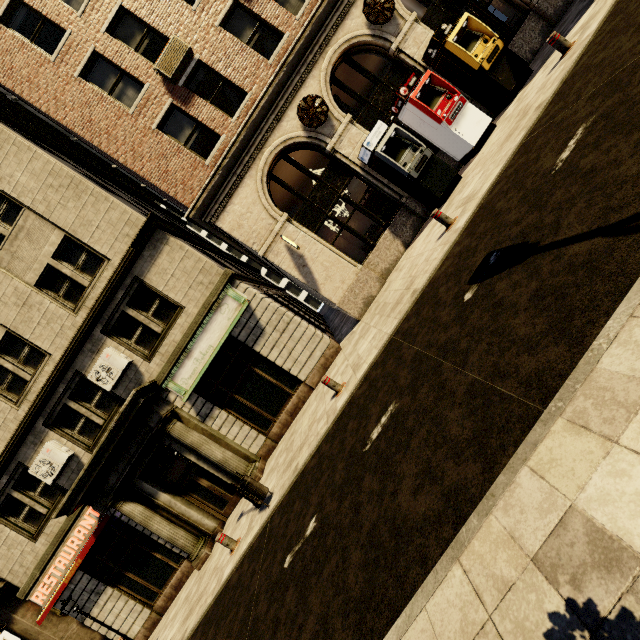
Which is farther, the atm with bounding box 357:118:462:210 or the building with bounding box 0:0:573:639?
the building with bounding box 0:0:573:639

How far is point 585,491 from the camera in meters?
1.8 m

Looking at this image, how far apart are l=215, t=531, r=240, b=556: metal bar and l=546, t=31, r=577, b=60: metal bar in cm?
1466

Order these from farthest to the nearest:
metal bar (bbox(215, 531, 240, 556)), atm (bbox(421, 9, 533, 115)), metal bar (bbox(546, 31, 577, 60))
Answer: atm (bbox(421, 9, 533, 115))
metal bar (bbox(215, 531, 240, 556))
metal bar (bbox(546, 31, 577, 60))

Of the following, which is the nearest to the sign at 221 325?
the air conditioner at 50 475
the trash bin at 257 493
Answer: the air conditioner at 50 475

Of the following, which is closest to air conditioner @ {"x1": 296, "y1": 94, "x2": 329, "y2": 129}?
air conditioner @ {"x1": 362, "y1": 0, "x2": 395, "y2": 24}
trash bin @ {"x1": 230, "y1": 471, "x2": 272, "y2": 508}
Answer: air conditioner @ {"x1": 362, "y1": 0, "x2": 395, "y2": 24}

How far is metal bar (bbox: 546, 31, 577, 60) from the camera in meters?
7.6 m

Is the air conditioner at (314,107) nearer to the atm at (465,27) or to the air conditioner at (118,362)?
the atm at (465,27)
